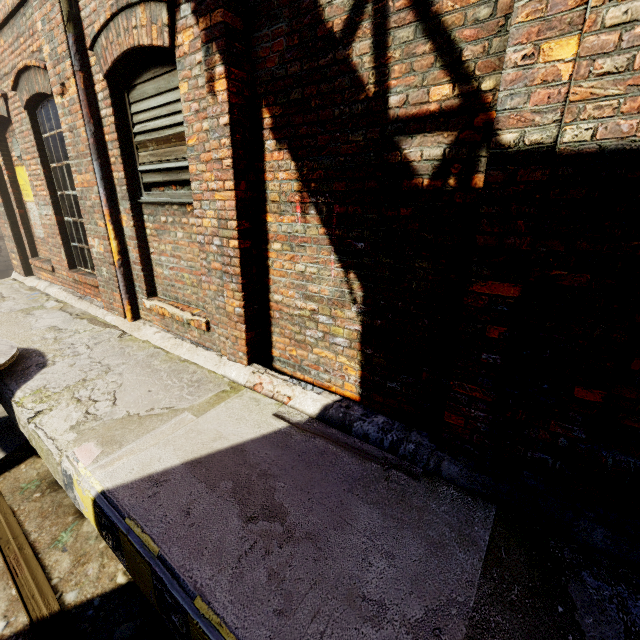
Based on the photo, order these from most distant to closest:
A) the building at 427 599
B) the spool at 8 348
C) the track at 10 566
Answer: the spool at 8 348
the track at 10 566
the building at 427 599

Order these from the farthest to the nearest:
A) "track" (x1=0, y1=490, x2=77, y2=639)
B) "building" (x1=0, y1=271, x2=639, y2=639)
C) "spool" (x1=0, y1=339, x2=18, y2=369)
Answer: "spool" (x1=0, y1=339, x2=18, y2=369), "track" (x1=0, y1=490, x2=77, y2=639), "building" (x1=0, y1=271, x2=639, y2=639)

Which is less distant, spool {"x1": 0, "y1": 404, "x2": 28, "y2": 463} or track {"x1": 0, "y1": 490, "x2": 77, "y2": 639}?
track {"x1": 0, "y1": 490, "x2": 77, "y2": 639}

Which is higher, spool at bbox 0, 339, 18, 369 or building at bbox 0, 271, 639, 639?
spool at bbox 0, 339, 18, 369

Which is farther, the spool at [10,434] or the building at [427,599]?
the spool at [10,434]

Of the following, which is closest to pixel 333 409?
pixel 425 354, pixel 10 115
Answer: pixel 425 354

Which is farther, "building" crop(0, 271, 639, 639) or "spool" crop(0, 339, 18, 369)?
"spool" crop(0, 339, 18, 369)
